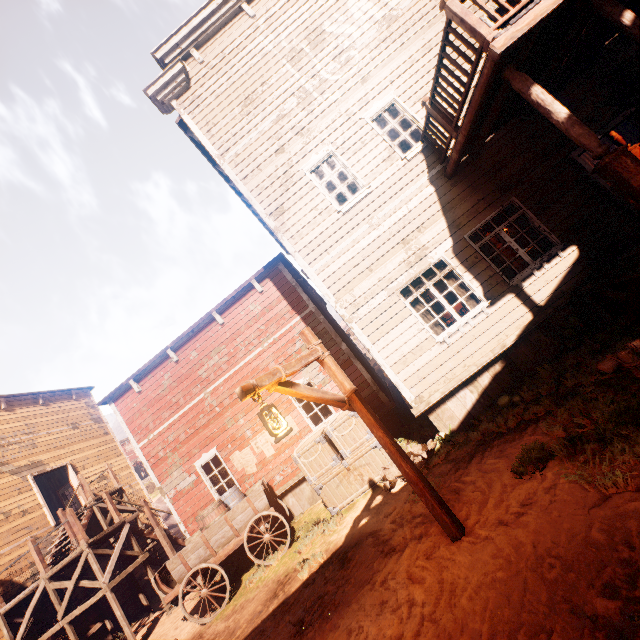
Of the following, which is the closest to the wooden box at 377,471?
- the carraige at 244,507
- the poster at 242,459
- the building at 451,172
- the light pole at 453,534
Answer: the building at 451,172

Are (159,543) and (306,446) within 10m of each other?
no

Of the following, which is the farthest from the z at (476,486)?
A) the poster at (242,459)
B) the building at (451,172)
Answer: the poster at (242,459)

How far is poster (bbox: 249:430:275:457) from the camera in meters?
10.4

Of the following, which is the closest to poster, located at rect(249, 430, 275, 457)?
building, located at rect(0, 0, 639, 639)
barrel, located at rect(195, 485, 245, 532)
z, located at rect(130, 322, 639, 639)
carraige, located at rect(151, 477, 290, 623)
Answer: building, located at rect(0, 0, 639, 639)

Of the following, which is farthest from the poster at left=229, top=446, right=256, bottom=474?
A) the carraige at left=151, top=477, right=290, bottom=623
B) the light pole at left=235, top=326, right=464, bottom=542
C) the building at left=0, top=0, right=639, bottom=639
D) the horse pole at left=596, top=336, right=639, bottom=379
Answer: the horse pole at left=596, top=336, right=639, bottom=379

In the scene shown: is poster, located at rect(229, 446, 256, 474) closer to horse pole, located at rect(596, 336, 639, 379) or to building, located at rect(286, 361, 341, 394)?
building, located at rect(286, 361, 341, 394)

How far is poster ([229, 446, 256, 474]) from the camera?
10.5 meters
